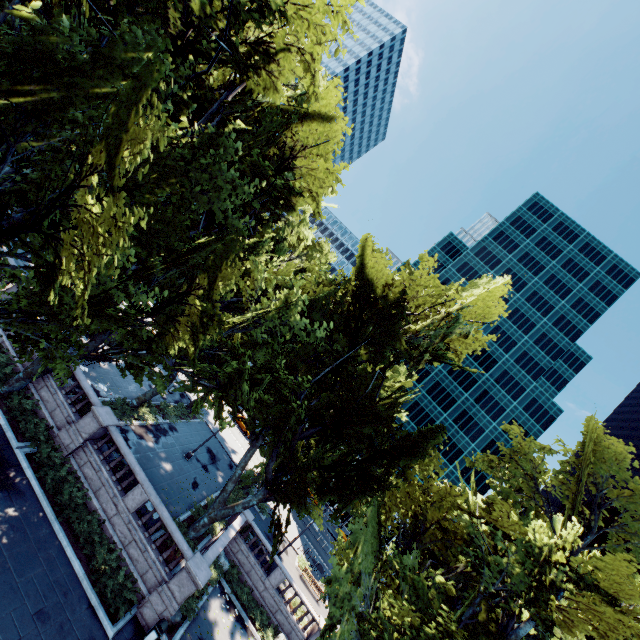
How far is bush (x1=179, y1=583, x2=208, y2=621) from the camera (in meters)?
17.69

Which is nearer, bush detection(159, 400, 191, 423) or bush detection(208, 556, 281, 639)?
bush detection(208, 556, 281, 639)

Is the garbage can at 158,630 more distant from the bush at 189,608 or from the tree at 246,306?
the tree at 246,306

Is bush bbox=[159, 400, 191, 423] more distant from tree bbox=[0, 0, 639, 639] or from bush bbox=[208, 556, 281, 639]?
bush bbox=[208, 556, 281, 639]

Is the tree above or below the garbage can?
above

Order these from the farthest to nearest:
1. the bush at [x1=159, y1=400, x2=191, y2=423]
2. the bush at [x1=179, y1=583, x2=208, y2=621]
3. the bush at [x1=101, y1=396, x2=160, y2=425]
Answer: the bush at [x1=159, y1=400, x2=191, y2=423] → the bush at [x1=101, y1=396, x2=160, y2=425] → the bush at [x1=179, y1=583, x2=208, y2=621]

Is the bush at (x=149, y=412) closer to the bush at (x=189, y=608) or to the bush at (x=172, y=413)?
the bush at (x=172, y=413)

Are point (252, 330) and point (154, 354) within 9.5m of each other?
yes
